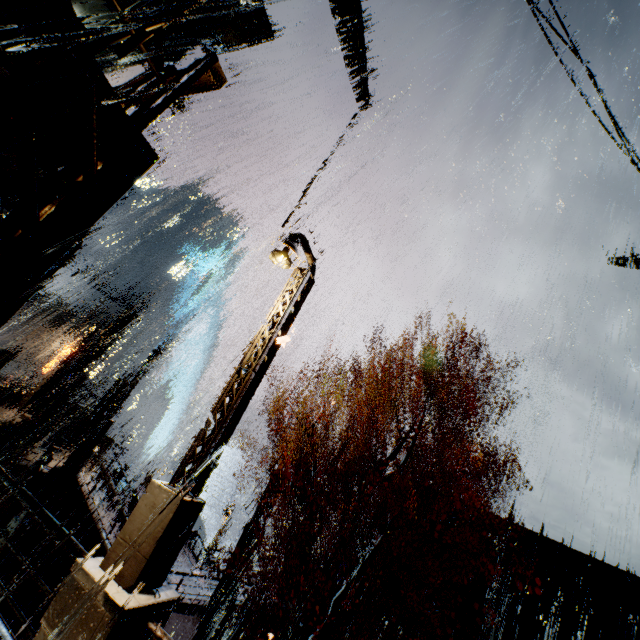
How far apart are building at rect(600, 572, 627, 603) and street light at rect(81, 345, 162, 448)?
24.20m

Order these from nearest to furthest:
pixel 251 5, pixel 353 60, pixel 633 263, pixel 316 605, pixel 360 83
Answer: pixel 316 605 → pixel 353 60 → pixel 360 83 → pixel 251 5 → pixel 633 263

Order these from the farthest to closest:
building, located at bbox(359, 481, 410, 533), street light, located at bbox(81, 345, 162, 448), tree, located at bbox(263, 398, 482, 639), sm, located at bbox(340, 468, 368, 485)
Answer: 1. sm, located at bbox(340, 468, 368, 485)
2. building, located at bbox(359, 481, 410, 533)
3. street light, located at bbox(81, 345, 162, 448)
4. tree, located at bbox(263, 398, 482, 639)

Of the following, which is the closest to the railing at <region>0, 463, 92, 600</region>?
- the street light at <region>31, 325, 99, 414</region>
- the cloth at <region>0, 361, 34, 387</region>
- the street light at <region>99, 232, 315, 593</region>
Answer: the street light at <region>99, 232, 315, 593</region>

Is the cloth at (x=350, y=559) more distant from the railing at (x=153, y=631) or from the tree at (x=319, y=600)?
the railing at (x=153, y=631)

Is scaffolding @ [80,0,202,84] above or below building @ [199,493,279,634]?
above

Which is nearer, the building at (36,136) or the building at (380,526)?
the building at (36,136)

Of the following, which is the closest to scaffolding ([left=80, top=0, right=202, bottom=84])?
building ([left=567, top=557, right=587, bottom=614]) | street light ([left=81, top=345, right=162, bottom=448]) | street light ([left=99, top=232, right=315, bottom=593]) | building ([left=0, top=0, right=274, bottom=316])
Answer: building ([left=0, top=0, right=274, bottom=316])
